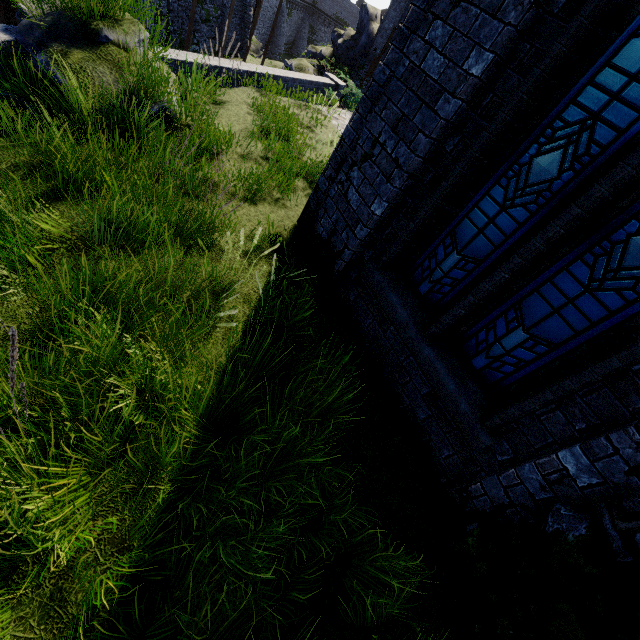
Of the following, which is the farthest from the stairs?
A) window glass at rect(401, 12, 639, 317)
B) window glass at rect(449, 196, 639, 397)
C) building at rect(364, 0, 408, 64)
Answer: building at rect(364, 0, 408, 64)

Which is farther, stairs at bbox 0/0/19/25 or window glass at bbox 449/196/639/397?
stairs at bbox 0/0/19/25

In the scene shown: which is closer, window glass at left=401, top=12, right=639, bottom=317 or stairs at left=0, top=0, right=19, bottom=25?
window glass at left=401, top=12, right=639, bottom=317

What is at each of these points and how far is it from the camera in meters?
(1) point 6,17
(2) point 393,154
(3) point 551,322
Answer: (1) stairs, 11.5
(2) building, 3.5
(3) window glass, 2.7

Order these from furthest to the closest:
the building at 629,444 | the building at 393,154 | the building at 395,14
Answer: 1. the building at 395,14
2. the building at 393,154
3. the building at 629,444

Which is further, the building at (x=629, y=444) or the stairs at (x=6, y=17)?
the stairs at (x=6, y=17)

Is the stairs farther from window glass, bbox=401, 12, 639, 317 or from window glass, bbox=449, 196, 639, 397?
window glass, bbox=449, 196, 639, 397

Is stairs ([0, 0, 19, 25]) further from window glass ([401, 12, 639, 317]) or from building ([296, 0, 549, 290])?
window glass ([401, 12, 639, 317])
